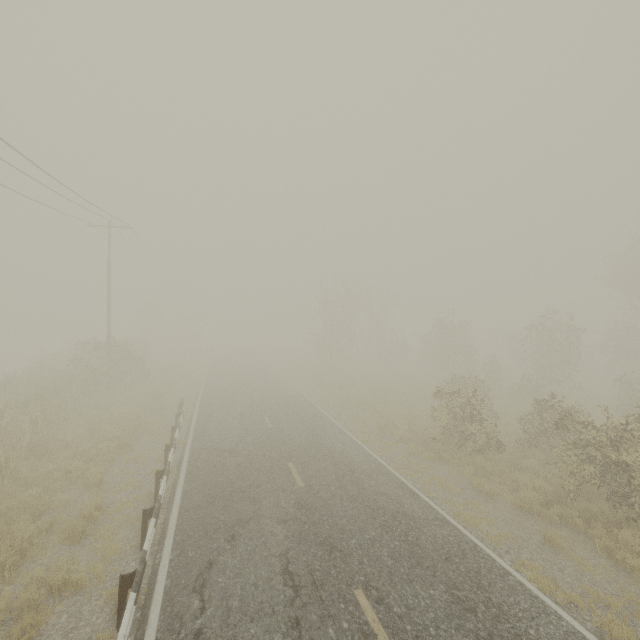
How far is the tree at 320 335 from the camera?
36.9 meters

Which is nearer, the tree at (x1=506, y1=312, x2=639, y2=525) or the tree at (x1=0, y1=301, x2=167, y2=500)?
the tree at (x1=506, y1=312, x2=639, y2=525)

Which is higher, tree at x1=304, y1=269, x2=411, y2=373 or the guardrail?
tree at x1=304, y1=269, x2=411, y2=373

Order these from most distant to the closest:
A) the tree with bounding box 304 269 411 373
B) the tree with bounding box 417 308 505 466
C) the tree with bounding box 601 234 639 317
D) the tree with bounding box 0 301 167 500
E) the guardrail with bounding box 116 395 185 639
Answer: the tree with bounding box 304 269 411 373 < the tree with bounding box 601 234 639 317 < the tree with bounding box 417 308 505 466 < the tree with bounding box 0 301 167 500 < the guardrail with bounding box 116 395 185 639

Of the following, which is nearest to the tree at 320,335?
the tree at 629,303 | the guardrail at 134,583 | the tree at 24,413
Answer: the tree at 629,303

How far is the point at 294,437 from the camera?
14.39m

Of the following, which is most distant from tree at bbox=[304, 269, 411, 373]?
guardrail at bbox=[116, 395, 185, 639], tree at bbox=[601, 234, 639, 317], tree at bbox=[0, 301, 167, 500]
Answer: tree at bbox=[0, 301, 167, 500]

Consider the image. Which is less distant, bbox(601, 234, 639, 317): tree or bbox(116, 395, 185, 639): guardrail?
bbox(116, 395, 185, 639): guardrail
